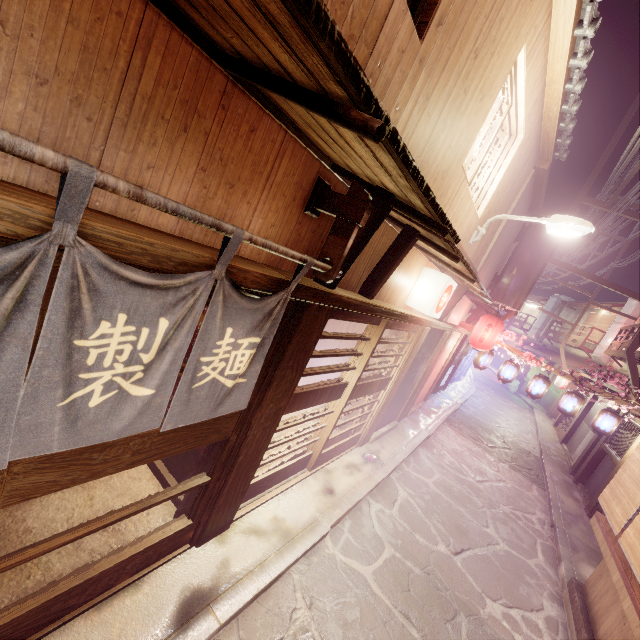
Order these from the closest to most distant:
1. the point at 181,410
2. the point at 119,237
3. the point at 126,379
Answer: the point at 119,237
the point at 126,379
the point at 181,410

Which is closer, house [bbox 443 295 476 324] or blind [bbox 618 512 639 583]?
blind [bbox 618 512 639 583]

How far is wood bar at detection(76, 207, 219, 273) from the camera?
2.35m

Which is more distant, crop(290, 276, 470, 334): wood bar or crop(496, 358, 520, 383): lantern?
crop(496, 358, 520, 383): lantern

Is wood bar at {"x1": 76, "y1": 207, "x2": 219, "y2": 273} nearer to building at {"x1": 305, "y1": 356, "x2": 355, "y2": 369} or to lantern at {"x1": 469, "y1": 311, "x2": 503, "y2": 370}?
building at {"x1": 305, "y1": 356, "x2": 355, "y2": 369}

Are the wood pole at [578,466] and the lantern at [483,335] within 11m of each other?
yes

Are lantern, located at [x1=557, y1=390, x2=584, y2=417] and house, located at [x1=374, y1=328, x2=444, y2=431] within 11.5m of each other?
yes

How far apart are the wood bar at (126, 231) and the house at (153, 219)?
0.22m
